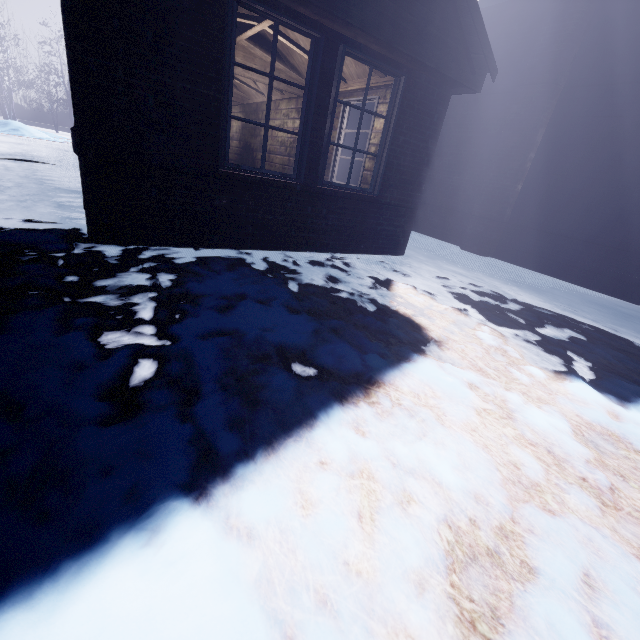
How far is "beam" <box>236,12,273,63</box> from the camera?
4.02m

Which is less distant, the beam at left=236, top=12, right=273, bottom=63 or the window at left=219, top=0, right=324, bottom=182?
the window at left=219, top=0, right=324, bottom=182

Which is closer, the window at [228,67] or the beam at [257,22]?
the window at [228,67]

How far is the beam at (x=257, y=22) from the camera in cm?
402

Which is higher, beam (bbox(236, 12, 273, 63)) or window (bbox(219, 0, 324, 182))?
beam (bbox(236, 12, 273, 63))

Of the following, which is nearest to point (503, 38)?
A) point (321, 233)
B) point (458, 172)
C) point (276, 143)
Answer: point (458, 172)
